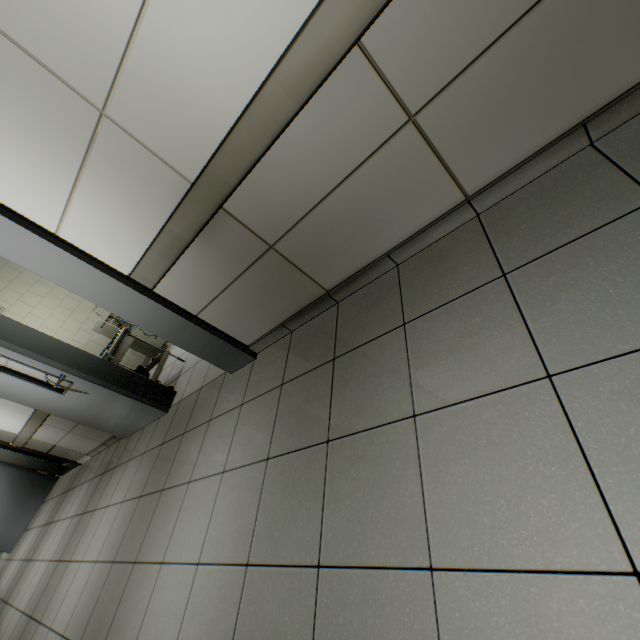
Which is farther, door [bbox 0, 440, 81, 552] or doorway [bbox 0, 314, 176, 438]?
door [bbox 0, 440, 81, 552]

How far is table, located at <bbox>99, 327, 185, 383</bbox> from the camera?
3.80m

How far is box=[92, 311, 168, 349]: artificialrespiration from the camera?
5.2m

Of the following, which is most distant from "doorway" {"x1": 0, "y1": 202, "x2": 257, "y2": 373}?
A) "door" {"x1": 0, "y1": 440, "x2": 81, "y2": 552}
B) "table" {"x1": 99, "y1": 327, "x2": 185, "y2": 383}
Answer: "door" {"x1": 0, "y1": 440, "x2": 81, "y2": 552}

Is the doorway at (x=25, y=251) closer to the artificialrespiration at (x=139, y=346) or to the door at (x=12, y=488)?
the artificialrespiration at (x=139, y=346)

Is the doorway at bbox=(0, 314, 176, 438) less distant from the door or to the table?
the table

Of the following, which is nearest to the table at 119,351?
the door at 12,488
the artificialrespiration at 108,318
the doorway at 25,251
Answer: the doorway at 25,251

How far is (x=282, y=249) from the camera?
2.0m
